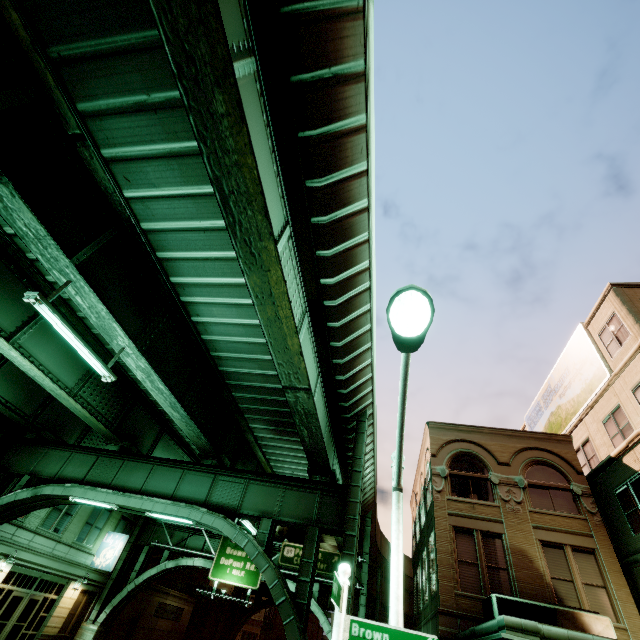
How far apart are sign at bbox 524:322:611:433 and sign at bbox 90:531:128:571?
31.9m

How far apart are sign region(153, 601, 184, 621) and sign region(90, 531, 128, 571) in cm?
1233

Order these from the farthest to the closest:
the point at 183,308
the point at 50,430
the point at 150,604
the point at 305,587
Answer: the point at 150,604, the point at 50,430, the point at 183,308, the point at 305,587

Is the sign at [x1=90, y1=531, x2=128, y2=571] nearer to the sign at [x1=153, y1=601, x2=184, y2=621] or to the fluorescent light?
the sign at [x1=153, y1=601, x2=184, y2=621]

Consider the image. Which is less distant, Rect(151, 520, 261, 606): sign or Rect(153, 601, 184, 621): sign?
Rect(151, 520, 261, 606): sign

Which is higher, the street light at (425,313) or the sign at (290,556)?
the sign at (290,556)

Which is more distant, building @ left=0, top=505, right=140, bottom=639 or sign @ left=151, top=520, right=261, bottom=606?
sign @ left=151, top=520, right=261, bottom=606

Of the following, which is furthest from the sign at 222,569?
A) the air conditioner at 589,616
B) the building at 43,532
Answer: the air conditioner at 589,616
